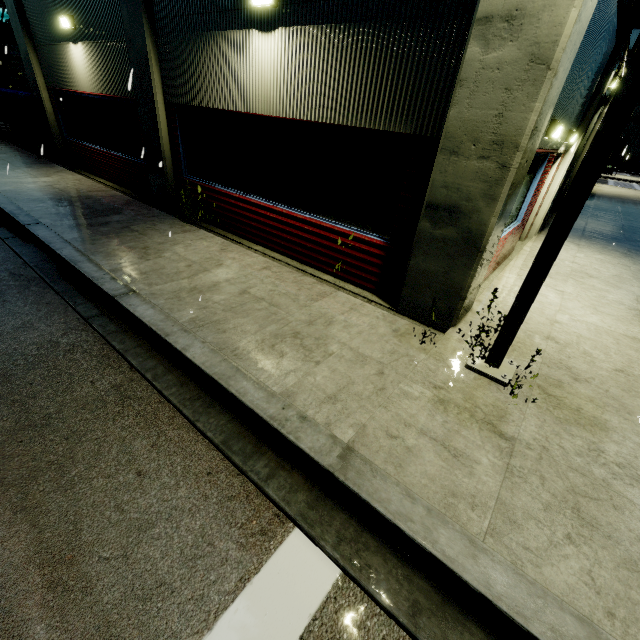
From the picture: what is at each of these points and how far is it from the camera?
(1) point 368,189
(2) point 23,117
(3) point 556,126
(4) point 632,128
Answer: (1) building, 5.37m
(2) tarp, 13.79m
(3) light, 5.41m
(4) building, 56.47m

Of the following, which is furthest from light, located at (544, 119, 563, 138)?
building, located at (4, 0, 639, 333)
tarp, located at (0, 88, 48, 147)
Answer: tarp, located at (0, 88, 48, 147)

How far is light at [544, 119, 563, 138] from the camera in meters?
5.4

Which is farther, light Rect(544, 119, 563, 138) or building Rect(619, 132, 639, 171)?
building Rect(619, 132, 639, 171)

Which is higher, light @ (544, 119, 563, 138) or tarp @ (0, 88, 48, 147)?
light @ (544, 119, 563, 138)

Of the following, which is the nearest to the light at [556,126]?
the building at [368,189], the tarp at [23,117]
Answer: the building at [368,189]

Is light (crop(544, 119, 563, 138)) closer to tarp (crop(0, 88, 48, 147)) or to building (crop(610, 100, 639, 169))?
building (crop(610, 100, 639, 169))
